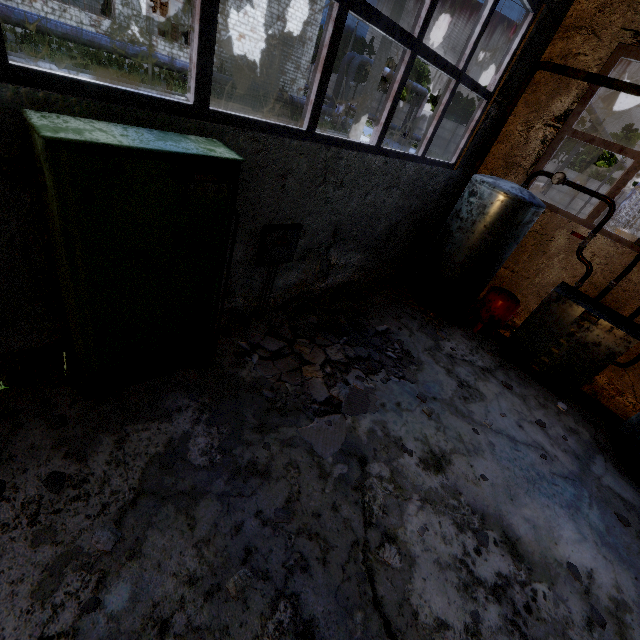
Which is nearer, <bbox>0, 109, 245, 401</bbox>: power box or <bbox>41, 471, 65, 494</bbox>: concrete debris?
<bbox>0, 109, 245, 401</bbox>: power box

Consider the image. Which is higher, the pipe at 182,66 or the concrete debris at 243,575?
the pipe at 182,66

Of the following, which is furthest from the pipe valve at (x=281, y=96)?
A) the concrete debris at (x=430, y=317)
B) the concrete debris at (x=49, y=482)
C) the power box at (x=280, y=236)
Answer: the concrete debris at (x=49, y=482)

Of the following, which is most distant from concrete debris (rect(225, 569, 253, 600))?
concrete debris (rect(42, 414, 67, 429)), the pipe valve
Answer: the pipe valve

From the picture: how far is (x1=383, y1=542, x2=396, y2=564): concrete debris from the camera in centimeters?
299cm

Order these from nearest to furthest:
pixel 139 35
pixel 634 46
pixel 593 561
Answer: pixel 593 561, pixel 634 46, pixel 139 35

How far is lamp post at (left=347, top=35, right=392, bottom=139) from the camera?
10.1 meters

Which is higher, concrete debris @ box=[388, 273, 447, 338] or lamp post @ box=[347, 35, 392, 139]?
lamp post @ box=[347, 35, 392, 139]
